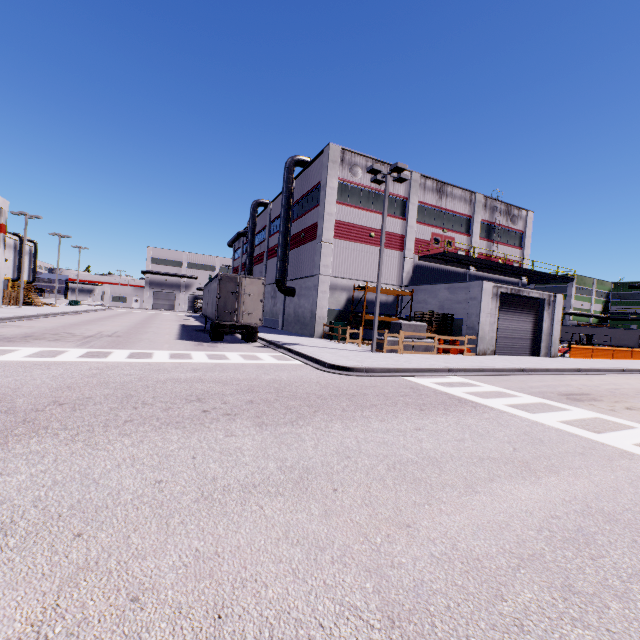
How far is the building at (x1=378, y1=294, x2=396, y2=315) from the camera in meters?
27.4 m

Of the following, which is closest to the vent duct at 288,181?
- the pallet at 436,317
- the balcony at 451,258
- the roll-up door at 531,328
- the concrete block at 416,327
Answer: the concrete block at 416,327

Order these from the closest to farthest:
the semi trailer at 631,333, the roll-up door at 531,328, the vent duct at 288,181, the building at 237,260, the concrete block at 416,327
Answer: the concrete block at 416,327, the roll-up door at 531,328, the vent duct at 288,181, the semi trailer at 631,333, the building at 237,260

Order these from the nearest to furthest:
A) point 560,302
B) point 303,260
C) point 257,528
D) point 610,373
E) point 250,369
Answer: point 257,528
point 250,369
point 610,373
point 560,302
point 303,260

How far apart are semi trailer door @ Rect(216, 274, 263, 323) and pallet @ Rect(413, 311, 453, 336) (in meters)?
11.64

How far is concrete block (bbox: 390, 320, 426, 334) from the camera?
18.48m

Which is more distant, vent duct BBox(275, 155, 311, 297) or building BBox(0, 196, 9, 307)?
building BBox(0, 196, 9, 307)
